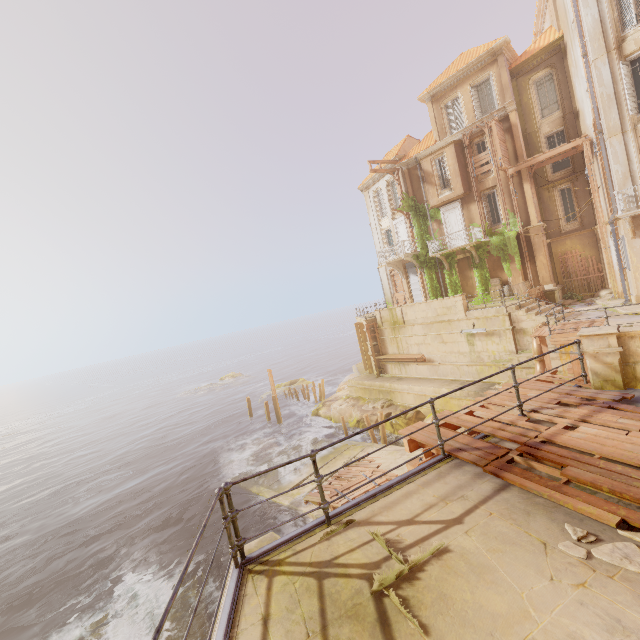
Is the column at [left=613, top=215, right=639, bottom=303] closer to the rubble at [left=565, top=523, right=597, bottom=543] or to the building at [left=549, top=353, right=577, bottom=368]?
the building at [left=549, top=353, right=577, bottom=368]

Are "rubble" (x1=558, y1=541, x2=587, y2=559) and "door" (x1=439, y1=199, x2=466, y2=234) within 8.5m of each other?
no

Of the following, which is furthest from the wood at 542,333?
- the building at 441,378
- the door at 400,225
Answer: the door at 400,225

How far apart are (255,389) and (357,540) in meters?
51.9

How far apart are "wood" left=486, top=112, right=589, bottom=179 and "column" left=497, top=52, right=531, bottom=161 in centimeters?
10cm

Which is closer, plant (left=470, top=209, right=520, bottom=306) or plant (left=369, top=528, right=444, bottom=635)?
plant (left=369, top=528, right=444, bottom=635)

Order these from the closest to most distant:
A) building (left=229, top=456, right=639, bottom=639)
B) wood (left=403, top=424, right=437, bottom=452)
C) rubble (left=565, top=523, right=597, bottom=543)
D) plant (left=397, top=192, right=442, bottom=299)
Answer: building (left=229, top=456, right=639, bottom=639), rubble (left=565, top=523, right=597, bottom=543), wood (left=403, top=424, right=437, bottom=452), plant (left=397, top=192, right=442, bottom=299)

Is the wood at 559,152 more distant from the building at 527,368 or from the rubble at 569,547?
the rubble at 569,547
